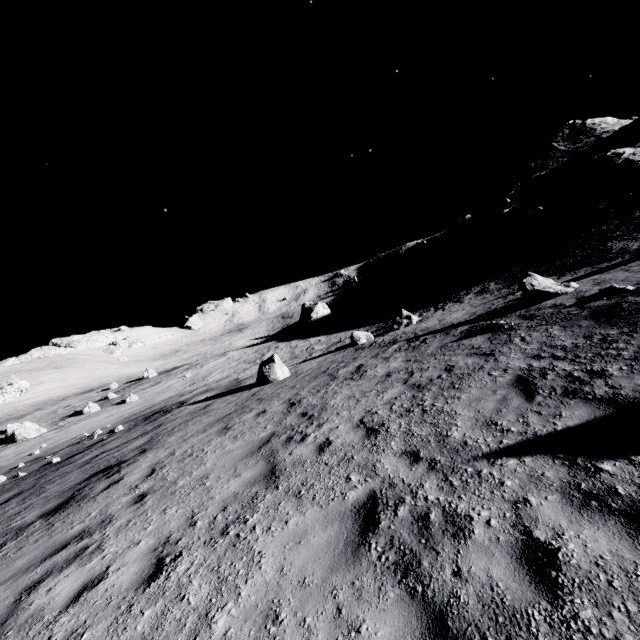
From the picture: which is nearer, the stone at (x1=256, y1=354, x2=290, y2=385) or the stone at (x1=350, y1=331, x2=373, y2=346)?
the stone at (x1=256, y1=354, x2=290, y2=385)

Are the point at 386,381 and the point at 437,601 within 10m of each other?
yes

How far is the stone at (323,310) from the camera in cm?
4100

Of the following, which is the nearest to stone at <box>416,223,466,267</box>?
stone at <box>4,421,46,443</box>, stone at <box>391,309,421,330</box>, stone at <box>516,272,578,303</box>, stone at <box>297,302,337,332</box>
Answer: stone at <box>297,302,337,332</box>

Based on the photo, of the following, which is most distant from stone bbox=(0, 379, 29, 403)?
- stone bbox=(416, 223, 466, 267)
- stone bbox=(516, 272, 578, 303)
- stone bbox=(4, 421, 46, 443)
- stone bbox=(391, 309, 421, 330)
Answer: stone bbox=(416, 223, 466, 267)

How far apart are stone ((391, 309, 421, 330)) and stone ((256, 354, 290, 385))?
7.62m

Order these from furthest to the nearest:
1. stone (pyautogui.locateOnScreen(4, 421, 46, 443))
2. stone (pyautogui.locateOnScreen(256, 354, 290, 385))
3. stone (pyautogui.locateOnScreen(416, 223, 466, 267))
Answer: stone (pyautogui.locateOnScreen(416, 223, 466, 267)) → stone (pyautogui.locateOnScreen(4, 421, 46, 443)) → stone (pyautogui.locateOnScreen(256, 354, 290, 385))

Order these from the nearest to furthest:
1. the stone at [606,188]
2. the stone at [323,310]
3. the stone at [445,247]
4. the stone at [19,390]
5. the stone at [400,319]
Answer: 1. the stone at [400,319]
2. the stone at [606,188]
3. the stone at [323,310]
4. the stone at [445,247]
5. the stone at [19,390]
